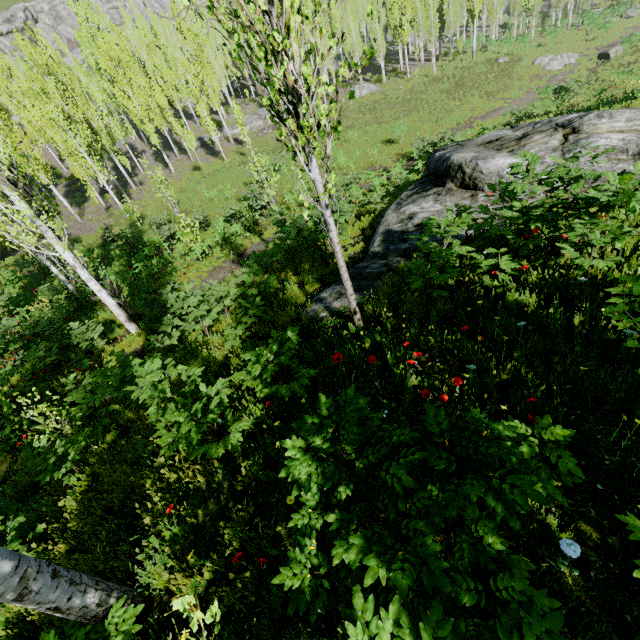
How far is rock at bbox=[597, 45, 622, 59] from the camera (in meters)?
29.60

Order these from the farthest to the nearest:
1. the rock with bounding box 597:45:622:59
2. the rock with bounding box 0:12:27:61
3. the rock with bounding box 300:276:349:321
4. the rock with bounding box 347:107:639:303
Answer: the rock with bounding box 0:12:27:61 < the rock with bounding box 597:45:622:59 < the rock with bounding box 347:107:639:303 < the rock with bounding box 300:276:349:321

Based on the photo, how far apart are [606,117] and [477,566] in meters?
10.5 m

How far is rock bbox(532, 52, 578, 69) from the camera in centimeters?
3206cm

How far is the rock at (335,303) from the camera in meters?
6.3

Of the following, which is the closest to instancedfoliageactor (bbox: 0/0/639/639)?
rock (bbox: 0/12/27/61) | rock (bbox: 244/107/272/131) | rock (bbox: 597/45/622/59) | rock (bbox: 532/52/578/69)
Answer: rock (bbox: 0/12/27/61)

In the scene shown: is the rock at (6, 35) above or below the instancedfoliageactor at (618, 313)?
above

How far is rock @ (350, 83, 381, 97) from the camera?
36.3m
